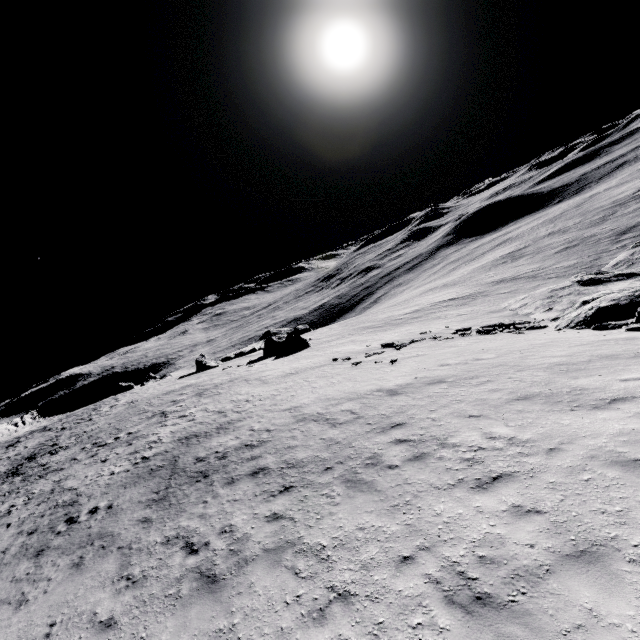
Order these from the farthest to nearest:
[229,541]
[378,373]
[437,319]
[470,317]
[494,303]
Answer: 1. [494,303]
2. [437,319]
3. [470,317]
4. [378,373]
5. [229,541]
